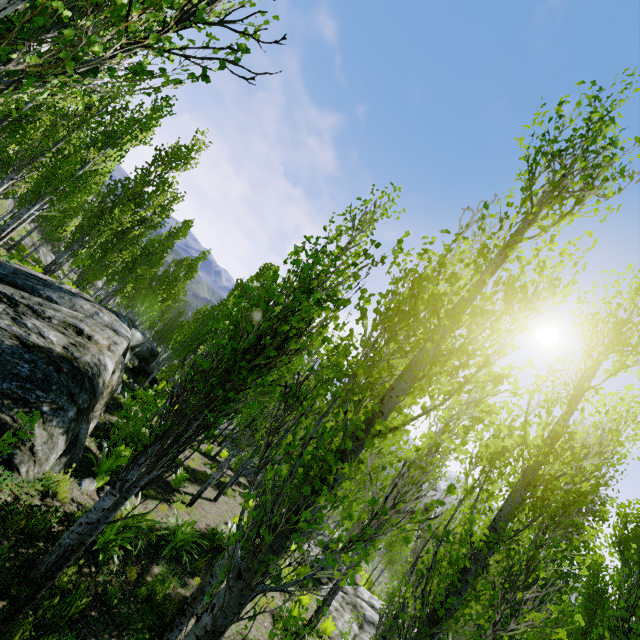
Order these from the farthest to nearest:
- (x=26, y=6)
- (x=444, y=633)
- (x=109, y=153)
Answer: (x=444, y=633) < (x=109, y=153) < (x=26, y=6)

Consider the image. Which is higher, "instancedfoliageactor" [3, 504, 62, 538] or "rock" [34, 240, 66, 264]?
"instancedfoliageactor" [3, 504, 62, 538]

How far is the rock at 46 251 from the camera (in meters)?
36.28

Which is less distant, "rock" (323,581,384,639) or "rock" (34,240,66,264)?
"rock" (323,581,384,639)

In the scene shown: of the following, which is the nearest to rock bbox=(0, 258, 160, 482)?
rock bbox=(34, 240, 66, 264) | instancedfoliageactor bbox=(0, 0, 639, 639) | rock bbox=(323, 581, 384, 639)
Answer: instancedfoliageactor bbox=(0, 0, 639, 639)

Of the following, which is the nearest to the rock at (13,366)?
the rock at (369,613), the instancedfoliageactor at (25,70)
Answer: the instancedfoliageactor at (25,70)

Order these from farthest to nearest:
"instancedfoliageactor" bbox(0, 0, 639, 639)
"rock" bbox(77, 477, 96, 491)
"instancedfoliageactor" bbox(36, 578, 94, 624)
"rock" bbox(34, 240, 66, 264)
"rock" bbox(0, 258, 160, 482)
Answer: "rock" bbox(34, 240, 66, 264), "rock" bbox(77, 477, 96, 491), "rock" bbox(0, 258, 160, 482), "instancedfoliageactor" bbox(36, 578, 94, 624), "instancedfoliageactor" bbox(0, 0, 639, 639)
